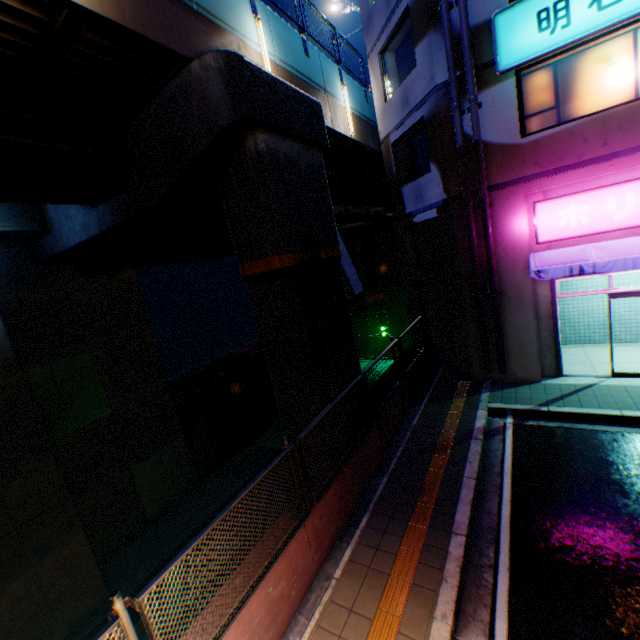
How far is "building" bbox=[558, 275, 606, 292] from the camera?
10.8m

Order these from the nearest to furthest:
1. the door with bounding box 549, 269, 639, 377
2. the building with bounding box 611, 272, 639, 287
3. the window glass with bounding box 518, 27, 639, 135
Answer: the window glass with bounding box 518, 27, 639, 135
the door with bounding box 549, 269, 639, 377
the building with bounding box 611, 272, 639, 287

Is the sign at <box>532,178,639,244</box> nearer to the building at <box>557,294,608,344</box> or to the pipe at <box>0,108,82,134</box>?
the building at <box>557,294,608,344</box>

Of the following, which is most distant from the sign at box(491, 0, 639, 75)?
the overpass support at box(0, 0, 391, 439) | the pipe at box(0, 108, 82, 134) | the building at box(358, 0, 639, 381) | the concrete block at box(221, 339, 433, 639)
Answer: the pipe at box(0, 108, 82, 134)

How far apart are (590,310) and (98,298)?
20.0 meters

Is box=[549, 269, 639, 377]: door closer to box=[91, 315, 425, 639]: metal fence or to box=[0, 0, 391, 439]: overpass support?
box=[91, 315, 425, 639]: metal fence

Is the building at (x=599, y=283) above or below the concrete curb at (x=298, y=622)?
above

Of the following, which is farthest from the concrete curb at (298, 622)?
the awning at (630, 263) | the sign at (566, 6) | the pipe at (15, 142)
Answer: the pipe at (15, 142)
